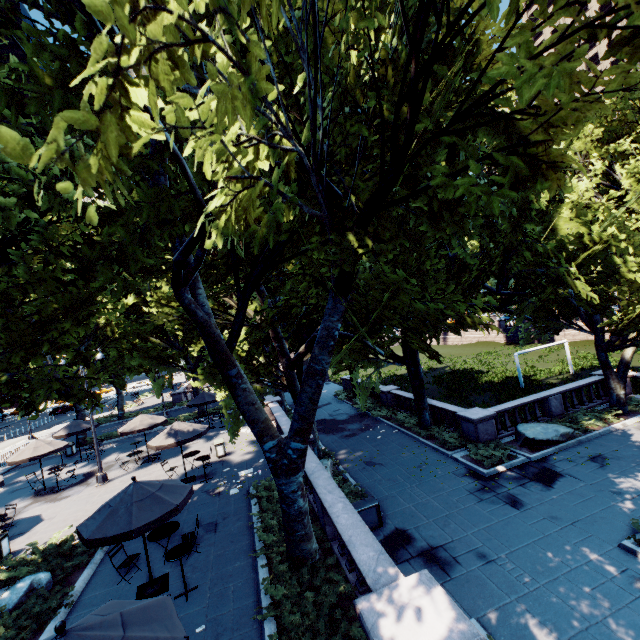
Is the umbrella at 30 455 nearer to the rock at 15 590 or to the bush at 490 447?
the rock at 15 590

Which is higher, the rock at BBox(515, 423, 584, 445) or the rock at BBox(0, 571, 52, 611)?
the rock at BBox(0, 571, 52, 611)

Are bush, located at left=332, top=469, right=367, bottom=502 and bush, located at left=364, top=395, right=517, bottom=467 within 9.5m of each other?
yes

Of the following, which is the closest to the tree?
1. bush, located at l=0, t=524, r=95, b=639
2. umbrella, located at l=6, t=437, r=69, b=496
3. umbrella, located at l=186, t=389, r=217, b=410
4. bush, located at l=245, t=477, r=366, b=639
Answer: bush, located at l=0, t=524, r=95, b=639

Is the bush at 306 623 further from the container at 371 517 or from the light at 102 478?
the light at 102 478

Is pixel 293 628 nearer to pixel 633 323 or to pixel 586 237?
pixel 586 237

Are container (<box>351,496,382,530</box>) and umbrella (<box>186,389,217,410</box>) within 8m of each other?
no

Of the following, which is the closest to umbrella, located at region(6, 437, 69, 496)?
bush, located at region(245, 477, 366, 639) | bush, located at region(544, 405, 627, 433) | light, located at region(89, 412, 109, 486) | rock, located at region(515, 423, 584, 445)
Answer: light, located at region(89, 412, 109, 486)
